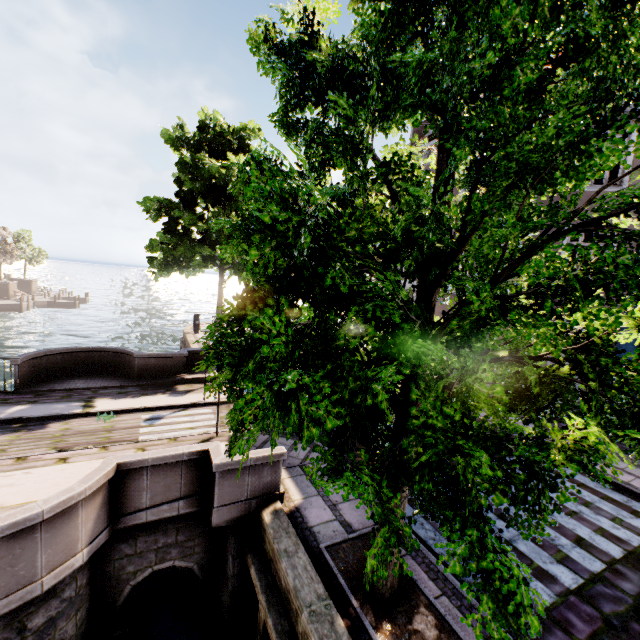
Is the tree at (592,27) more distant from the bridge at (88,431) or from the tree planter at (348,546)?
the bridge at (88,431)

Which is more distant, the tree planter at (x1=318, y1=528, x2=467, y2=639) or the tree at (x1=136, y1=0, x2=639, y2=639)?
the tree planter at (x1=318, y1=528, x2=467, y2=639)

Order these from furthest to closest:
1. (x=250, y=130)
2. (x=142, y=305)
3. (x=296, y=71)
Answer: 1. (x=142, y=305)
2. (x=250, y=130)
3. (x=296, y=71)

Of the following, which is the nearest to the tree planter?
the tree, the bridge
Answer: the tree

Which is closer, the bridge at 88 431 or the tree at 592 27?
the tree at 592 27

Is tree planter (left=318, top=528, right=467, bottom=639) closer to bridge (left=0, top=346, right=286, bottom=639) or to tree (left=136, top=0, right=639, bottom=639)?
tree (left=136, top=0, right=639, bottom=639)

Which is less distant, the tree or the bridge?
the tree
